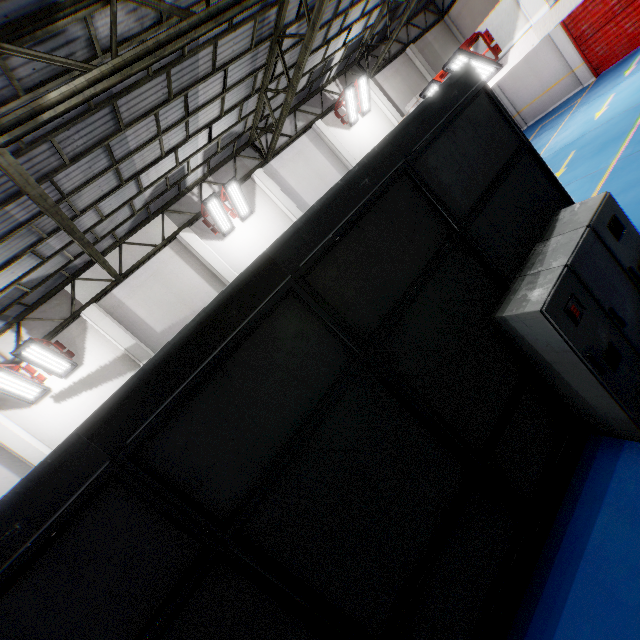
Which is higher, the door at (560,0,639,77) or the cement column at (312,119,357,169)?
the cement column at (312,119,357,169)

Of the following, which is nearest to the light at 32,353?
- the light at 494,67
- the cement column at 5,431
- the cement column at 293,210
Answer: the cement column at 5,431

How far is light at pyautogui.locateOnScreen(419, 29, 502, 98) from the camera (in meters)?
8.62

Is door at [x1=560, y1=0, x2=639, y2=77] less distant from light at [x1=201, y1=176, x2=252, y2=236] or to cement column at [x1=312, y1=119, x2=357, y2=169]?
cement column at [x1=312, y1=119, x2=357, y2=169]

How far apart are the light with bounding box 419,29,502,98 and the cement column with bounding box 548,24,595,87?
11.90m

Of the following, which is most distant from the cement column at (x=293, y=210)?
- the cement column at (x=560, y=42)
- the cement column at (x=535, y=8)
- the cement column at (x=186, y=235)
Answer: the cement column at (x=560, y=42)

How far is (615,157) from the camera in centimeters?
904cm

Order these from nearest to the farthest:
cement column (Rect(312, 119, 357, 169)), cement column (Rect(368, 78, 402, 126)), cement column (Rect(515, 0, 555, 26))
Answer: cement column (Rect(515, 0, 555, 26)) → cement column (Rect(312, 119, 357, 169)) → cement column (Rect(368, 78, 402, 126))
